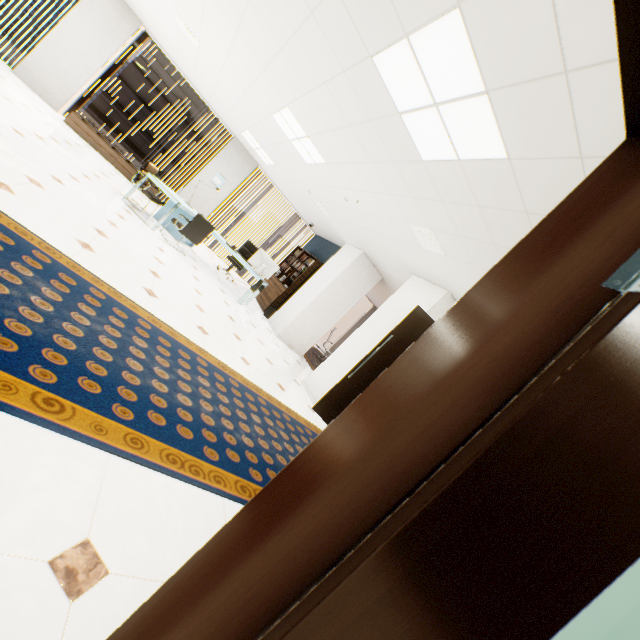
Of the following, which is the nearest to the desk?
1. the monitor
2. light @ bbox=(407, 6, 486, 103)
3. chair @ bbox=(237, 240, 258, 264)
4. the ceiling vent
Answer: the monitor

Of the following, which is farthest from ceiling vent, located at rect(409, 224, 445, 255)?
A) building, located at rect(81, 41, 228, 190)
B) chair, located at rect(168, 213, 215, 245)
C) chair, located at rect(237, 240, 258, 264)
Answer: building, located at rect(81, 41, 228, 190)

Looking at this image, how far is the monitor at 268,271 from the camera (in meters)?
7.46

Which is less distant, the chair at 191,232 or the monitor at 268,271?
the chair at 191,232

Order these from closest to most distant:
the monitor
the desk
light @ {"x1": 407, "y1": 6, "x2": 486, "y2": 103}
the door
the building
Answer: the door
light @ {"x1": 407, "y1": 6, "x2": 486, "y2": 103}
the desk
the monitor
the building

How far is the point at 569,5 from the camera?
1.4 meters

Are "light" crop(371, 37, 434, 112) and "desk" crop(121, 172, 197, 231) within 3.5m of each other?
no

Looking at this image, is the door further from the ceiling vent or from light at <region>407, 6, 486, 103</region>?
the ceiling vent
